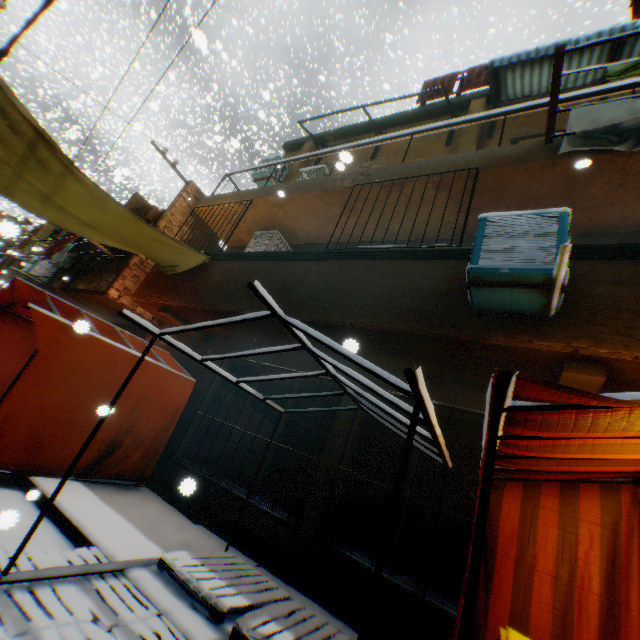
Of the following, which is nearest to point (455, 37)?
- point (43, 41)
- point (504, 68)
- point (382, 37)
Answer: point (382, 37)

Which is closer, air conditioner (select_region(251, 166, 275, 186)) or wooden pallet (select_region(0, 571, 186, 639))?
wooden pallet (select_region(0, 571, 186, 639))

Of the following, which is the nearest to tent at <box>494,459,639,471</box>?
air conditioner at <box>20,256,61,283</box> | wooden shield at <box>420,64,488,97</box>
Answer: wooden shield at <box>420,64,488,97</box>

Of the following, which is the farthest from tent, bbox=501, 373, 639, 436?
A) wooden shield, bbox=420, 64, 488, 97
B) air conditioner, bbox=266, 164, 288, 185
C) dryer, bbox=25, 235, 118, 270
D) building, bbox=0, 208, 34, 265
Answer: building, bbox=0, 208, 34, 265

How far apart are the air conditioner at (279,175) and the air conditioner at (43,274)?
8.98m

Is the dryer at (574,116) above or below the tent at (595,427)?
above

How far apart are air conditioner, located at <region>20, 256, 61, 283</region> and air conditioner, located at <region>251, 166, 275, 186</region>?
9.0m

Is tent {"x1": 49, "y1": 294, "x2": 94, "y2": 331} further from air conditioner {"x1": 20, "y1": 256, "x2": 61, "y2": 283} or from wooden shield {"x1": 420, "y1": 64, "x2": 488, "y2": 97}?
air conditioner {"x1": 20, "y1": 256, "x2": 61, "y2": 283}
